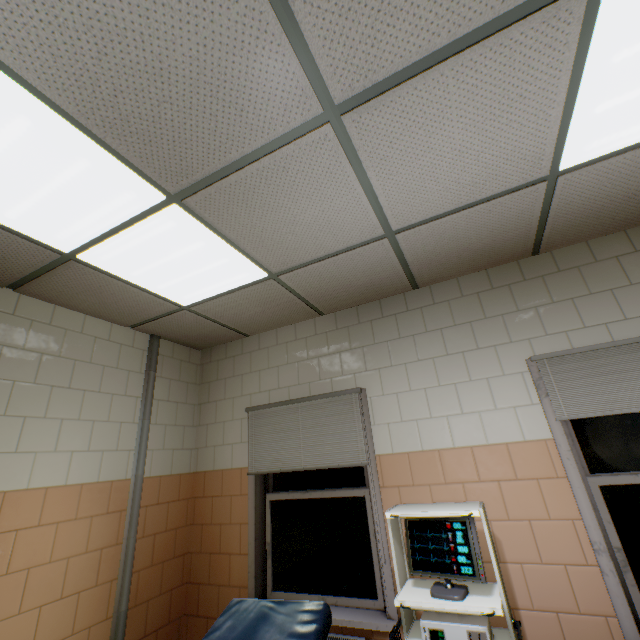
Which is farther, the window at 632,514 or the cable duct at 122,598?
the cable duct at 122,598

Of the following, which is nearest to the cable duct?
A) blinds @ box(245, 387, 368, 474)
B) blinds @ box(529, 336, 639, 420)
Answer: blinds @ box(245, 387, 368, 474)

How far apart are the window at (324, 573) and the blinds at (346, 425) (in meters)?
0.22

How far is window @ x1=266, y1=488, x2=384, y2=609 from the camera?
2.7 meters

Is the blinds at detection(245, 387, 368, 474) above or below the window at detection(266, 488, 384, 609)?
above

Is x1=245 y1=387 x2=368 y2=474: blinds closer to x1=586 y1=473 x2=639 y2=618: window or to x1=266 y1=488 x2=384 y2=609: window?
x1=266 y1=488 x2=384 y2=609: window

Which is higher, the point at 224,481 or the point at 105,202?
the point at 105,202

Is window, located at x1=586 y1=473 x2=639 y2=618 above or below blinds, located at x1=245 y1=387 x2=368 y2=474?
below
